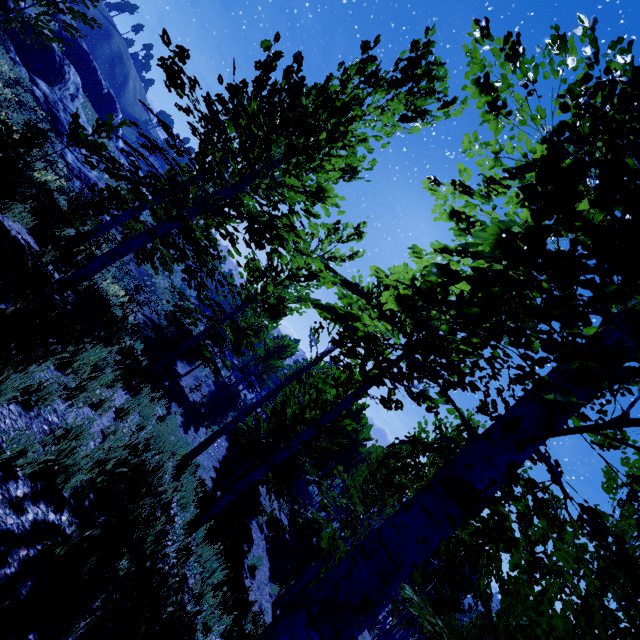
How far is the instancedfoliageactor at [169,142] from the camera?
4.90m

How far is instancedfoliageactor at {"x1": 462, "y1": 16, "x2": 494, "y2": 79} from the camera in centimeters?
225cm

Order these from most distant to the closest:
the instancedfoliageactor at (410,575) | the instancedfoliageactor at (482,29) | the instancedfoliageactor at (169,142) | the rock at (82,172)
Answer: the rock at (82,172) < the instancedfoliageactor at (169,142) < the instancedfoliageactor at (482,29) < the instancedfoliageactor at (410,575)

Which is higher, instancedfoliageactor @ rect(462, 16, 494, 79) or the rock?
instancedfoliageactor @ rect(462, 16, 494, 79)

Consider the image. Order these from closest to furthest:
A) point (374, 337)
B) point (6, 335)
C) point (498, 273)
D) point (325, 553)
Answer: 1. point (498, 273)
2. point (6, 335)
3. point (374, 337)
4. point (325, 553)

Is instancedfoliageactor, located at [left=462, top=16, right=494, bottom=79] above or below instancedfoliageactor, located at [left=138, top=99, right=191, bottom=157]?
above

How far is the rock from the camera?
19.67m
